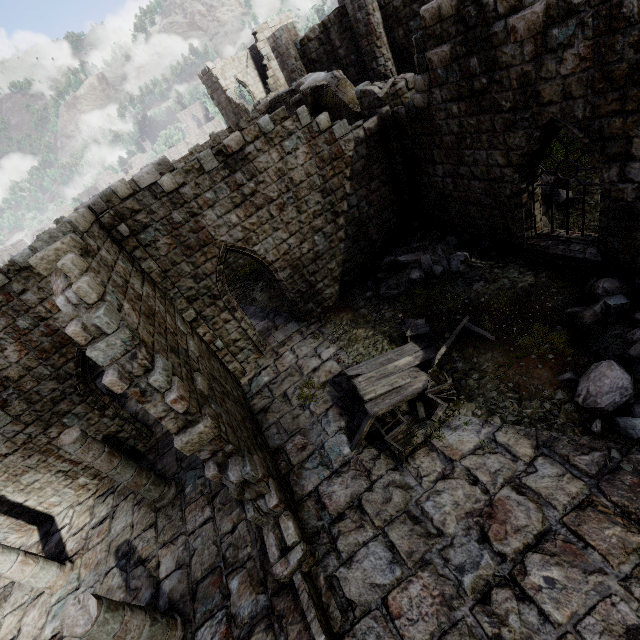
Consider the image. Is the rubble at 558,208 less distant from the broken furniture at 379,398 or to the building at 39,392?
the building at 39,392

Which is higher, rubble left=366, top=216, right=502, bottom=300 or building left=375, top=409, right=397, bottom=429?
rubble left=366, top=216, right=502, bottom=300

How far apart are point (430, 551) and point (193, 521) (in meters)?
5.97

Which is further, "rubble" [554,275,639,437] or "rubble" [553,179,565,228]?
"rubble" [553,179,565,228]

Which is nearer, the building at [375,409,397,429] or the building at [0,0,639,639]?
the building at [0,0,639,639]

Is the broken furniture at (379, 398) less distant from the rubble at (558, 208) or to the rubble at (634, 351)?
the rubble at (558, 208)

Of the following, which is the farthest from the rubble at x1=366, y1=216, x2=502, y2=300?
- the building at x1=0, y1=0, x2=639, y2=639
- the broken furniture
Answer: the broken furniture

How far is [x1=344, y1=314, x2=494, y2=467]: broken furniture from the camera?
7.2m
